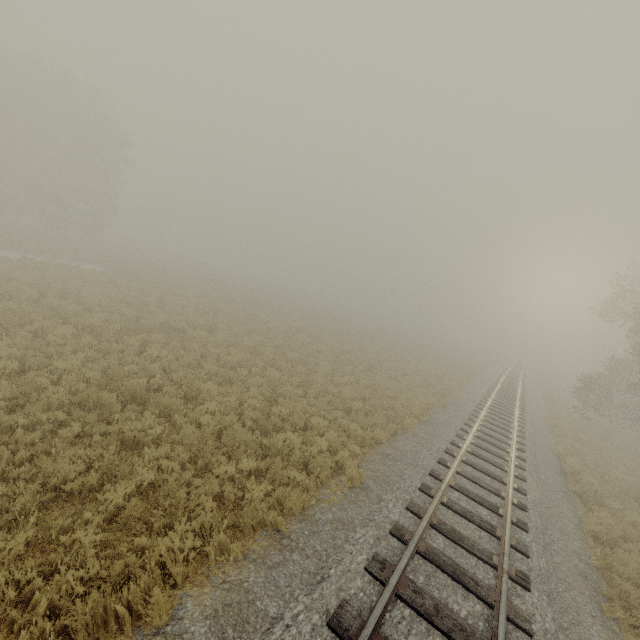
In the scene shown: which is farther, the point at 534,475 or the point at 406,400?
the point at 406,400
